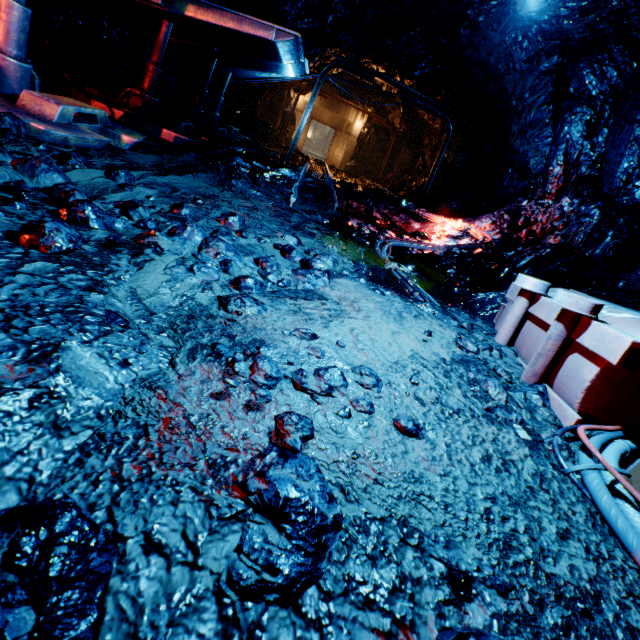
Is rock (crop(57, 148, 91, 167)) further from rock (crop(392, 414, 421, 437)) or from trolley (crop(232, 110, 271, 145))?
trolley (crop(232, 110, 271, 145))

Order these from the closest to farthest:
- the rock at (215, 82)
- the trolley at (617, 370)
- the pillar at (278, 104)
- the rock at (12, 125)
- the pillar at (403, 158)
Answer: the trolley at (617, 370) → the rock at (12, 125) → the rock at (215, 82) → the pillar at (278, 104) → the pillar at (403, 158)

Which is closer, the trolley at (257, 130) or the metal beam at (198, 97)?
the metal beam at (198, 97)

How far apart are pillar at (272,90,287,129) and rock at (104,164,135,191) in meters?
20.1

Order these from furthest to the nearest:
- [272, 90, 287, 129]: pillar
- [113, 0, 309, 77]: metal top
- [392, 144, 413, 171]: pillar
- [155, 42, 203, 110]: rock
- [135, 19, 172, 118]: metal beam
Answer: [392, 144, 413, 171]: pillar
[272, 90, 287, 129]: pillar
[155, 42, 203, 110]: rock
[135, 19, 172, 118]: metal beam
[113, 0, 309, 77]: metal top

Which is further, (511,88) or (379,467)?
(511,88)

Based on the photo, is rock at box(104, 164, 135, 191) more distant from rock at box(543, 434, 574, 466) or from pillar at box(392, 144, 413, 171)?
pillar at box(392, 144, 413, 171)

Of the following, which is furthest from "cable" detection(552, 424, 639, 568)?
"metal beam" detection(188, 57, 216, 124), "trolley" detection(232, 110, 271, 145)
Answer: "trolley" detection(232, 110, 271, 145)
